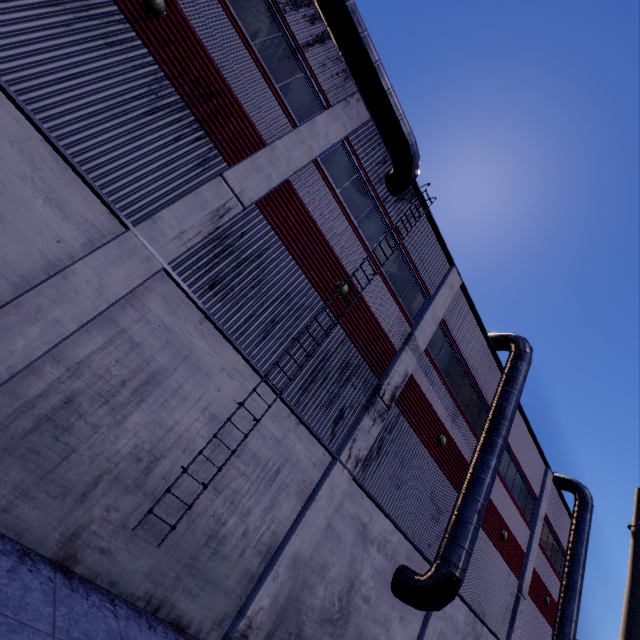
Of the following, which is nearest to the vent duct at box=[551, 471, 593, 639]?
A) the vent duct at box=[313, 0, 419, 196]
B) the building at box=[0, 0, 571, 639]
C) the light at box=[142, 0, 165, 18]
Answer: the building at box=[0, 0, 571, 639]

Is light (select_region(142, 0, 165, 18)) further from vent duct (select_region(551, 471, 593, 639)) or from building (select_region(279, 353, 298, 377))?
vent duct (select_region(551, 471, 593, 639))

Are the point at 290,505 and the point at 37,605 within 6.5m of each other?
yes

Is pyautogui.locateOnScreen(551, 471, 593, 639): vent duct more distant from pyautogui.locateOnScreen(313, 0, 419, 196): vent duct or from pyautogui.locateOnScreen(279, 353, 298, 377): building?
pyautogui.locateOnScreen(313, 0, 419, 196): vent duct

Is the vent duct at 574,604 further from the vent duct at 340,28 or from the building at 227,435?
the vent duct at 340,28

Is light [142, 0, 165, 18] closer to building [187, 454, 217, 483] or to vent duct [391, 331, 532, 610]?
building [187, 454, 217, 483]

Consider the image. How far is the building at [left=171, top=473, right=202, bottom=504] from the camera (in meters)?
6.91

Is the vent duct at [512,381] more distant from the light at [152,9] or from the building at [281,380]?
the light at [152,9]
